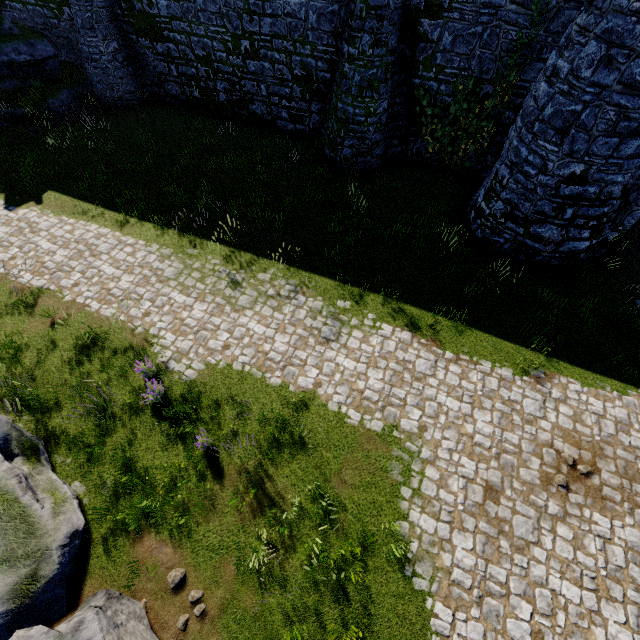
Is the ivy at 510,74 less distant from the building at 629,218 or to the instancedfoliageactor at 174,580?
the building at 629,218

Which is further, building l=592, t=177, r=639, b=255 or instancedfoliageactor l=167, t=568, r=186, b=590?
building l=592, t=177, r=639, b=255

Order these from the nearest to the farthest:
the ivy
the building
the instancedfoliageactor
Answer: the instancedfoliageactor < the building < the ivy

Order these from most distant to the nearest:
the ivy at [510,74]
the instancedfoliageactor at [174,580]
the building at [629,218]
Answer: the ivy at [510,74] < the building at [629,218] < the instancedfoliageactor at [174,580]

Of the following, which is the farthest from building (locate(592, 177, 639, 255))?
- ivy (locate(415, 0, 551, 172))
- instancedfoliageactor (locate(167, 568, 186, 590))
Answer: instancedfoliageactor (locate(167, 568, 186, 590))

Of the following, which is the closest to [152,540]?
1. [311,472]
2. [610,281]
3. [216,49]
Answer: [311,472]
